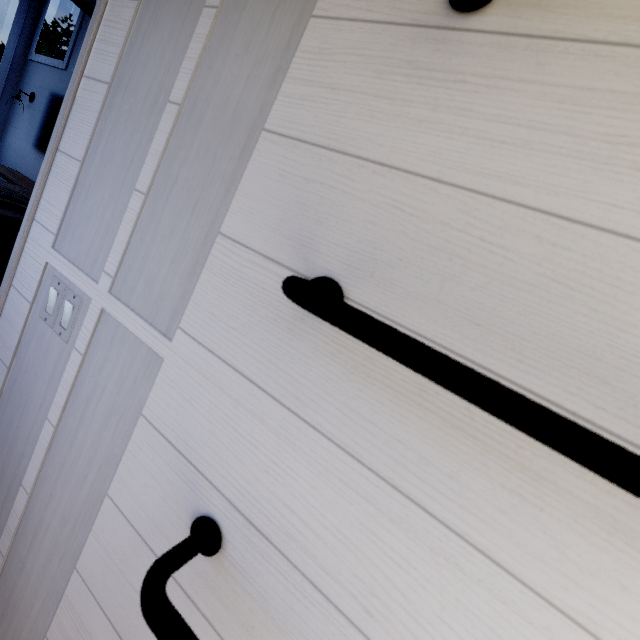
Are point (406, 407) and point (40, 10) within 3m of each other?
no

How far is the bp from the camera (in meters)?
0.86

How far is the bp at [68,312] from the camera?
0.86m
